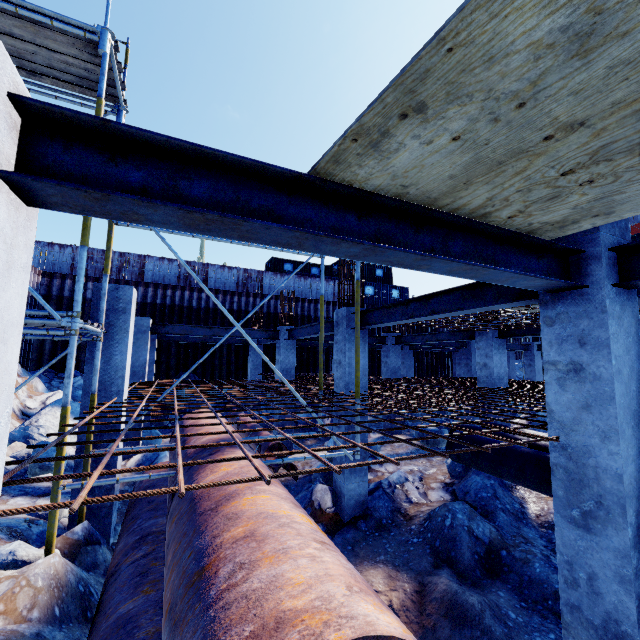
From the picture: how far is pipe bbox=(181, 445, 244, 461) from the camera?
3.84m

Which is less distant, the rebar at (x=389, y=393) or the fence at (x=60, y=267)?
the rebar at (x=389, y=393)

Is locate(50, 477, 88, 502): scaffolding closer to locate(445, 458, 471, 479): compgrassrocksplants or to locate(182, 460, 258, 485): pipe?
locate(182, 460, 258, 485): pipe

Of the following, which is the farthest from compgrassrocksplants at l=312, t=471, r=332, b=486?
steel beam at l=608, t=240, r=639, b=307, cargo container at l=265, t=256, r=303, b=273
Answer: cargo container at l=265, t=256, r=303, b=273

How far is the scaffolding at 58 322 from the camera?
3.8 meters

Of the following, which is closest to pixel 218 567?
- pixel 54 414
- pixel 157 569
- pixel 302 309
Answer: pixel 157 569

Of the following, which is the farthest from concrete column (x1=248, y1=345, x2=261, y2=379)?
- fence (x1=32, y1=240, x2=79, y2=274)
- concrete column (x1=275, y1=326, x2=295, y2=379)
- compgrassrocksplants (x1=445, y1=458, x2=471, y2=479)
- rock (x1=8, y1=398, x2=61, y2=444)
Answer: compgrassrocksplants (x1=445, y1=458, x2=471, y2=479)

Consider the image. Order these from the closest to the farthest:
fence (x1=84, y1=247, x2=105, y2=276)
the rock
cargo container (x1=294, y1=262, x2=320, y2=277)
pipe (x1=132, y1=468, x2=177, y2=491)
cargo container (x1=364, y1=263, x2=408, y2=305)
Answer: pipe (x1=132, y1=468, x2=177, y2=491) < the rock < fence (x1=84, y1=247, x2=105, y2=276) < cargo container (x1=294, y1=262, x2=320, y2=277) < cargo container (x1=364, y1=263, x2=408, y2=305)
